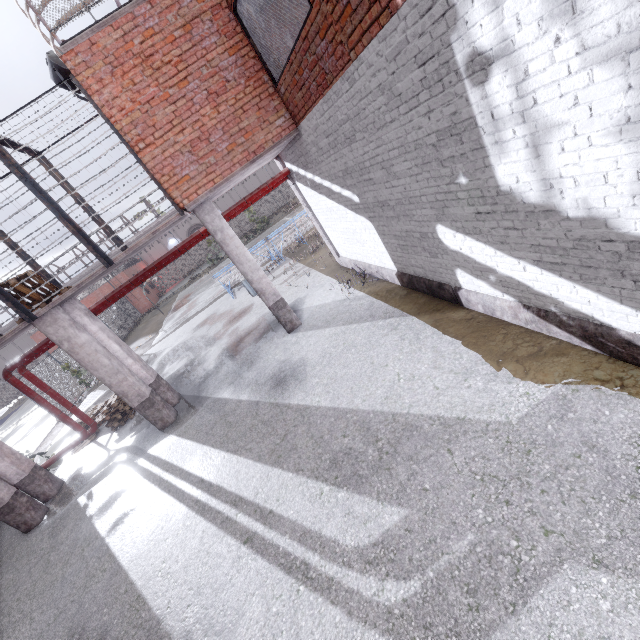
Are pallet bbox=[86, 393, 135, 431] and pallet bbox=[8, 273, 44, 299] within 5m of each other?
yes

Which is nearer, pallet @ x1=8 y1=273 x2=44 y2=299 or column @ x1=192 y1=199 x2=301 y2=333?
pallet @ x1=8 y1=273 x2=44 y2=299

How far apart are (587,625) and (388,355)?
3.96m

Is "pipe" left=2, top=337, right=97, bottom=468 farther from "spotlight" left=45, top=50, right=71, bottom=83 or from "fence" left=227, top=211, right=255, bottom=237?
"spotlight" left=45, top=50, right=71, bottom=83

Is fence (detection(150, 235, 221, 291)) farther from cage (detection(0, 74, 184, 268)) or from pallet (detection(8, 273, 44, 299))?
pallet (detection(8, 273, 44, 299))

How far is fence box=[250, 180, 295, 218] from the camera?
44.0m

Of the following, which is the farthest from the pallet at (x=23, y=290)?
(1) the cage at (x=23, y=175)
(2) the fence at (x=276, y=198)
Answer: (2) the fence at (x=276, y=198)

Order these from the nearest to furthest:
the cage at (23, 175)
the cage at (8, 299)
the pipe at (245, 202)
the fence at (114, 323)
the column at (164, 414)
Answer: the cage at (23, 175)
the cage at (8, 299)
the column at (164, 414)
the pipe at (245, 202)
the fence at (114, 323)
